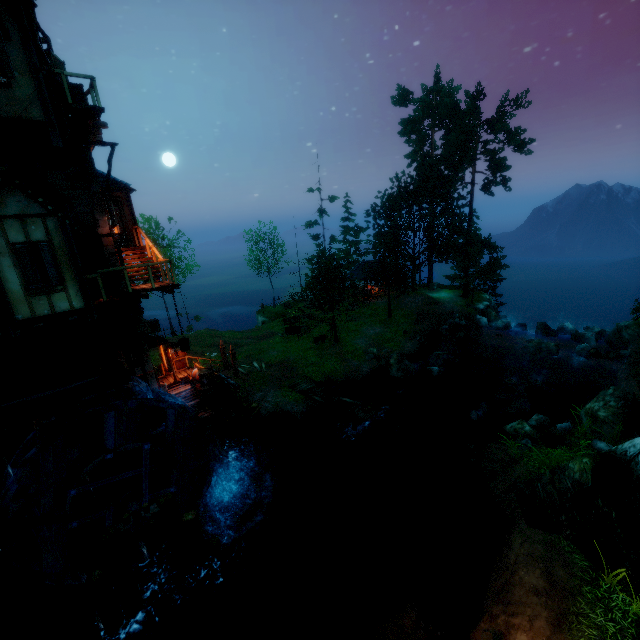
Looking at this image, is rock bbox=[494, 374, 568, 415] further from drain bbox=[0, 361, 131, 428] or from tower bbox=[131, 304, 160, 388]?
drain bbox=[0, 361, 131, 428]

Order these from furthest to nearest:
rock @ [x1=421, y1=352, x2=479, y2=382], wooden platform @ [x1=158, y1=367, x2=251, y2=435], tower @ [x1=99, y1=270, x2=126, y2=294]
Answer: rock @ [x1=421, y1=352, x2=479, y2=382]
wooden platform @ [x1=158, y1=367, x2=251, y2=435]
tower @ [x1=99, y1=270, x2=126, y2=294]

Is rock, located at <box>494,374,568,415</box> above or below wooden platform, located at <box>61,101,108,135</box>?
below

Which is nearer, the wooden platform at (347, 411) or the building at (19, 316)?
the building at (19, 316)

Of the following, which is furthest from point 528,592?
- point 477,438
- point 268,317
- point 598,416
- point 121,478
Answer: point 268,317

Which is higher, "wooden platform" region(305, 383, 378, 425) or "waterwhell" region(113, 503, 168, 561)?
"waterwhell" region(113, 503, 168, 561)

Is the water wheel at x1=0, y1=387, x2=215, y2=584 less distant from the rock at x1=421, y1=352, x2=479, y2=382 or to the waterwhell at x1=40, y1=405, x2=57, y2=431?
the waterwhell at x1=40, y1=405, x2=57, y2=431

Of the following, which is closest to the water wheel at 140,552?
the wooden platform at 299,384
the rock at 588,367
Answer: the wooden platform at 299,384
